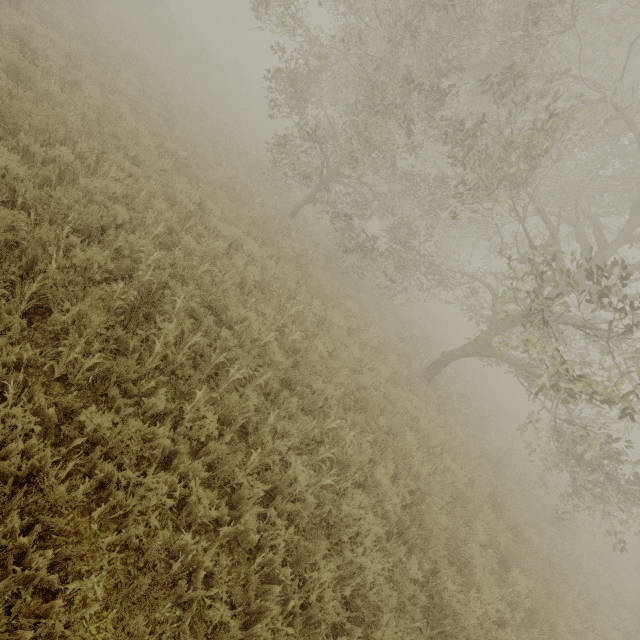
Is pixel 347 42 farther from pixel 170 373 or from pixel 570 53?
pixel 170 373
